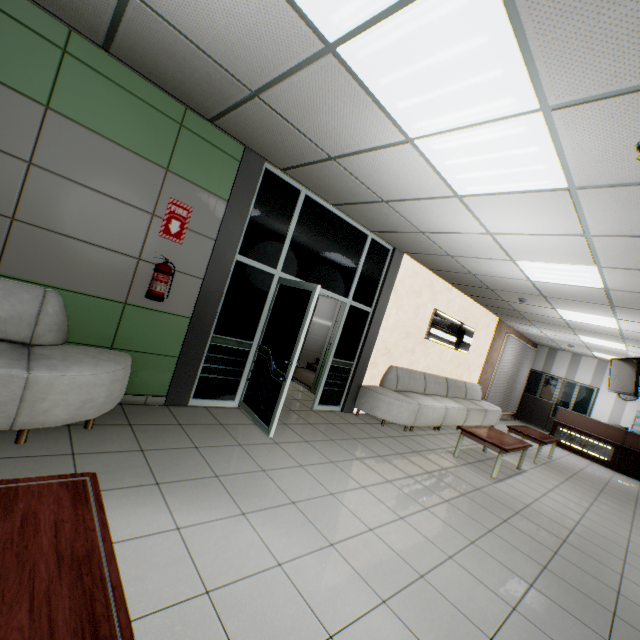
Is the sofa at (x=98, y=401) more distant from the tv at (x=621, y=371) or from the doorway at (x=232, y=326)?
the tv at (x=621, y=371)

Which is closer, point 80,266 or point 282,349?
point 80,266

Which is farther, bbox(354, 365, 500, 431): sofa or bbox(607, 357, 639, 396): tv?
bbox(607, 357, 639, 396): tv

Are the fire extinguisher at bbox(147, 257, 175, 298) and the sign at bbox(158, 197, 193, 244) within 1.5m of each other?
yes

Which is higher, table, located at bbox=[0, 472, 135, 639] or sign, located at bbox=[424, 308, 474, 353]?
sign, located at bbox=[424, 308, 474, 353]

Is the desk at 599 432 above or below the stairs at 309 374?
above

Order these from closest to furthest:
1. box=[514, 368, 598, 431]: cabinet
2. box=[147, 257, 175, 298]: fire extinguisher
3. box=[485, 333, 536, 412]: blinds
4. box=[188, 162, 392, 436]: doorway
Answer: box=[147, 257, 175, 298]: fire extinguisher, box=[188, 162, 392, 436]: doorway, box=[485, 333, 536, 412]: blinds, box=[514, 368, 598, 431]: cabinet

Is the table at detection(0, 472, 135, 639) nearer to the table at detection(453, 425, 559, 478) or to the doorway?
A: the doorway
